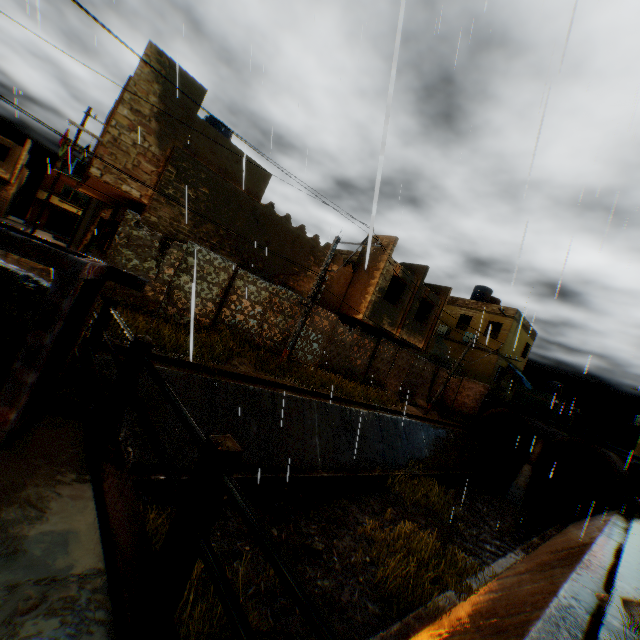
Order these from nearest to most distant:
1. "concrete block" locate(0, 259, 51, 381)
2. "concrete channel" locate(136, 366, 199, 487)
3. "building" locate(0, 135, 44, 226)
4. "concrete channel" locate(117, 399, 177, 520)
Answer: "concrete block" locate(0, 259, 51, 381), "concrete channel" locate(117, 399, 177, 520), "concrete channel" locate(136, 366, 199, 487), "building" locate(0, 135, 44, 226)

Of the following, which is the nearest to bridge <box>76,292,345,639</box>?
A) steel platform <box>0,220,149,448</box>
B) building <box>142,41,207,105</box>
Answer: steel platform <box>0,220,149,448</box>

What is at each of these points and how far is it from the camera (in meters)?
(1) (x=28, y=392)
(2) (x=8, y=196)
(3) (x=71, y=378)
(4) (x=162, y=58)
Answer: (1) steel platform, 2.54
(2) building, 35.25
(3) concrete block, 3.95
(4) building, 11.11

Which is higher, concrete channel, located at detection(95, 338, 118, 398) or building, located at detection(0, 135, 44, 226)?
building, located at detection(0, 135, 44, 226)

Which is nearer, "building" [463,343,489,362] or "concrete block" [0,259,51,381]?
"concrete block" [0,259,51,381]

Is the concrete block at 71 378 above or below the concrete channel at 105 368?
above

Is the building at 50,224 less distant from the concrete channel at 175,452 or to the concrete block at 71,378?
→ the concrete channel at 175,452

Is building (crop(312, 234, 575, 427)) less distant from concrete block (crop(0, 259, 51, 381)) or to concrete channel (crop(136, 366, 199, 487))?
concrete channel (crop(136, 366, 199, 487))
